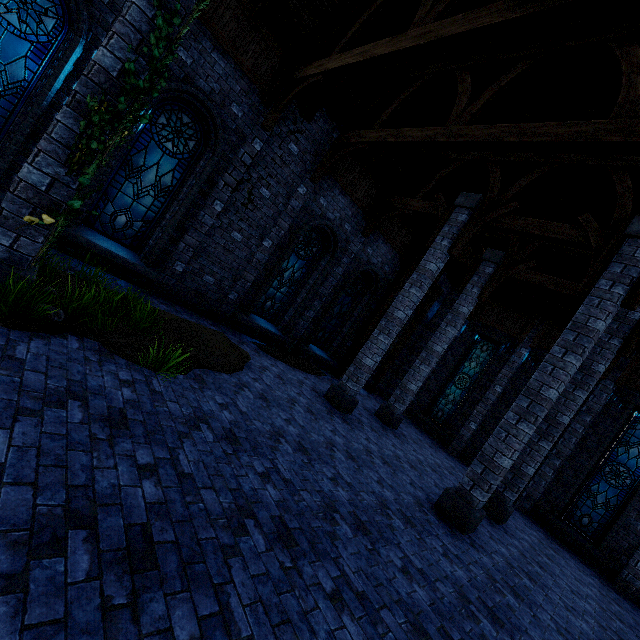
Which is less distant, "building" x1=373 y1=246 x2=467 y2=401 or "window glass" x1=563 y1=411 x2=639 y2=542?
"window glass" x1=563 y1=411 x2=639 y2=542

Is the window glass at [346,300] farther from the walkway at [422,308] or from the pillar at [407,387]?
the pillar at [407,387]

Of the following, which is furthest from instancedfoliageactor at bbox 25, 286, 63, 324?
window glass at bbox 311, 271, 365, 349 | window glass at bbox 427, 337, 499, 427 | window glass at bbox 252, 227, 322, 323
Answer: window glass at bbox 427, 337, 499, 427

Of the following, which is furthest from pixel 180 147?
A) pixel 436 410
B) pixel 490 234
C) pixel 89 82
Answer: pixel 436 410

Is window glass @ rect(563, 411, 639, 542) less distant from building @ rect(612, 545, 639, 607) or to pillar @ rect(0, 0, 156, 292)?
building @ rect(612, 545, 639, 607)

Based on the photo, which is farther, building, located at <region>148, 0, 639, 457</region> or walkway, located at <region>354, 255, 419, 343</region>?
walkway, located at <region>354, 255, 419, 343</region>

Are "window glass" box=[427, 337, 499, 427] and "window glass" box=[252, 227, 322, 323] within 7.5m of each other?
no

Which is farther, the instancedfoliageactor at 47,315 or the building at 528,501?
the building at 528,501
